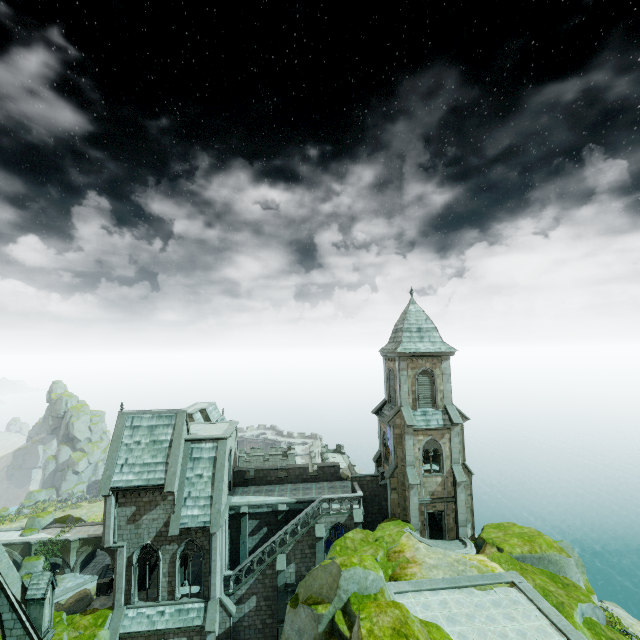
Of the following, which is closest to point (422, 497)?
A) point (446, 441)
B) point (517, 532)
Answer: point (446, 441)

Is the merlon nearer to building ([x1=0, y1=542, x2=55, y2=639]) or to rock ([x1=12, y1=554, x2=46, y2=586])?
building ([x1=0, y1=542, x2=55, y2=639])

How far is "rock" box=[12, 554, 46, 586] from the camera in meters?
43.0 m

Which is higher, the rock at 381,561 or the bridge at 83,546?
the rock at 381,561

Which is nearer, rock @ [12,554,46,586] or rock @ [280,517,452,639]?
rock @ [280,517,452,639]

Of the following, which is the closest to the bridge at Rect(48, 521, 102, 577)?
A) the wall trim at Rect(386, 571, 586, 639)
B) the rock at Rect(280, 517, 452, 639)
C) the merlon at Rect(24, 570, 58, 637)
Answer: the rock at Rect(280, 517, 452, 639)

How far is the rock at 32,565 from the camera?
42.97m

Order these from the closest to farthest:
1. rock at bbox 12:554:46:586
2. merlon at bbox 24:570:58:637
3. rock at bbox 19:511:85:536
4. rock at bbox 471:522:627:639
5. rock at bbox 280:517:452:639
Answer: rock at bbox 280:517:452:639 → rock at bbox 471:522:627:639 → merlon at bbox 24:570:58:637 → rock at bbox 12:554:46:586 → rock at bbox 19:511:85:536
